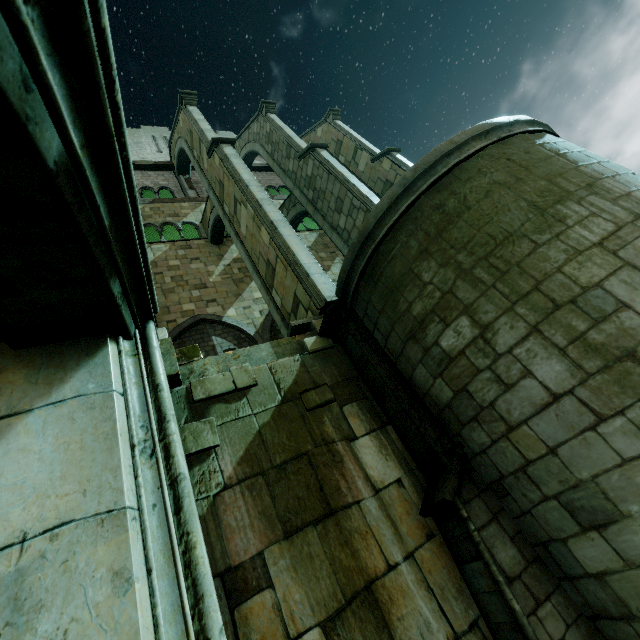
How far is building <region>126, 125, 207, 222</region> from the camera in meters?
18.3 m

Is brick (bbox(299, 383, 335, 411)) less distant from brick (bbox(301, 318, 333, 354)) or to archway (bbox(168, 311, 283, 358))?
brick (bbox(301, 318, 333, 354))

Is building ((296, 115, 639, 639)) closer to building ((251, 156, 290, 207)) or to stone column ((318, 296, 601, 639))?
stone column ((318, 296, 601, 639))

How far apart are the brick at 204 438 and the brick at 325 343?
2.2 meters

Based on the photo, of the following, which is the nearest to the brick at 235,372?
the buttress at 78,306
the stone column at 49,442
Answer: the stone column at 49,442

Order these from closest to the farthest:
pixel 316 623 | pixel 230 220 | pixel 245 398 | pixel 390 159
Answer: pixel 316 623
pixel 245 398
pixel 230 220
pixel 390 159

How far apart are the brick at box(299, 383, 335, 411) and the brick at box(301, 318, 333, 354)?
0.7m

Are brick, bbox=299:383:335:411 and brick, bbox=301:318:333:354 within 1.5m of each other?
yes
